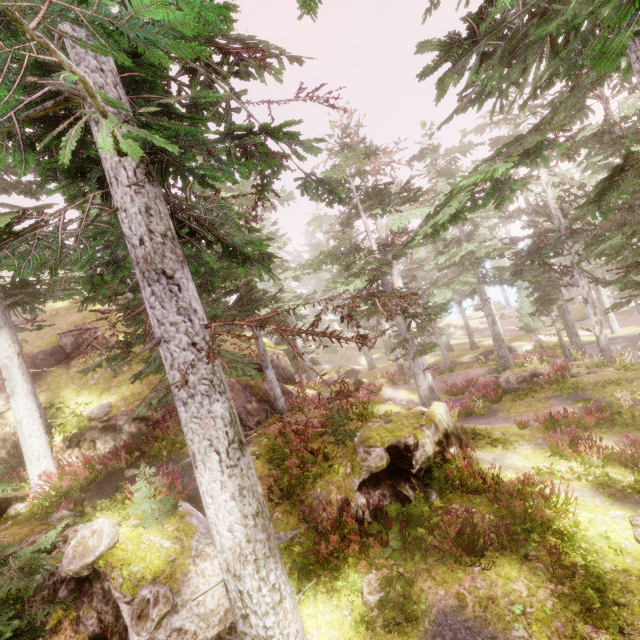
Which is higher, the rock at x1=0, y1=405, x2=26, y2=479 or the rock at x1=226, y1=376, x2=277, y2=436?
the rock at x1=0, y1=405, x2=26, y2=479

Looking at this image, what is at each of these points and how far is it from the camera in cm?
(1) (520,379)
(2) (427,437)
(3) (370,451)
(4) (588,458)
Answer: (1) rock, 1870
(2) rock, 982
(3) instancedfoliageactor, 952
(4) instancedfoliageactor, 1005

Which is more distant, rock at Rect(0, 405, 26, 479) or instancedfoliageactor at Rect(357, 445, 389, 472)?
rock at Rect(0, 405, 26, 479)

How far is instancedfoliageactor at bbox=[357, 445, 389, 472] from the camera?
9.3m

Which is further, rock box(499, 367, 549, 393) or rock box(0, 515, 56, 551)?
rock box(499, 367, 549, 393)

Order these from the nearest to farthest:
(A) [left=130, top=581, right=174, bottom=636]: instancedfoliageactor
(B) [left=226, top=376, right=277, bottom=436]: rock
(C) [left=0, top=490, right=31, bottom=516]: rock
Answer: (A) [left=130, top=581, right=174, bottom=636]: instancedfoliageactor → (C) [left=0, top=490, right=31, bottom=516]: rock → (B) [left=226, top=376, right=277, bottom=436]: rock

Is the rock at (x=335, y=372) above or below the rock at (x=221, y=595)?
below

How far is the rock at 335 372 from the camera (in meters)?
31.20
